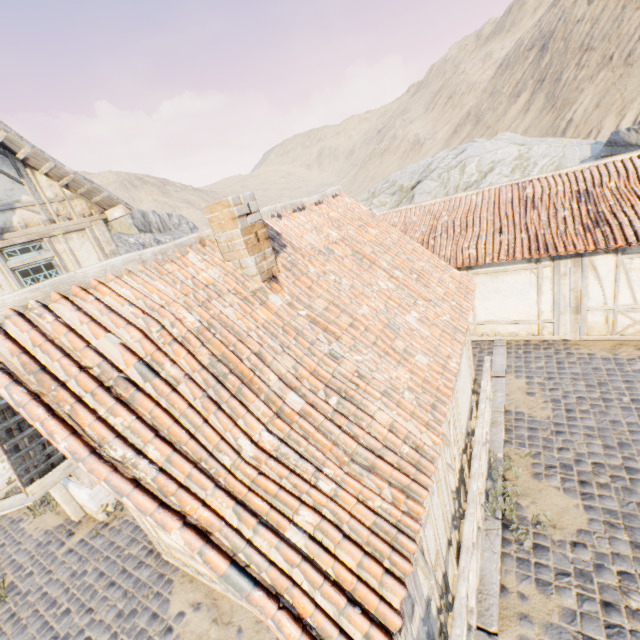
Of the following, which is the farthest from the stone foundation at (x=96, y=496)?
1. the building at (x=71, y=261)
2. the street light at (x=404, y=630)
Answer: the street light at (x=404, y=630)

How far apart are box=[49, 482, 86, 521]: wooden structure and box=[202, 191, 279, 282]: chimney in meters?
6.8

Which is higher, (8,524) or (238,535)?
(238,535)

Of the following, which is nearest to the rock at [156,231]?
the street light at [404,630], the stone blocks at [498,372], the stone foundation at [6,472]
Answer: the stone blocks at [498,372]

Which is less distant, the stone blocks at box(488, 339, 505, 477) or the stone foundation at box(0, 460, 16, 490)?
the stone blocks at box(488, 339, 505, 477)

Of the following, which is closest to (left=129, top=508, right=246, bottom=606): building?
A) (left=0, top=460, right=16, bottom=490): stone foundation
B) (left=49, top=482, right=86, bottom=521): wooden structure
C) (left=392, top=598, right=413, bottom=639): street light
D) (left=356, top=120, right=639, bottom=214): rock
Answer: (left=392, top=598, right=413, bottom=639): street light

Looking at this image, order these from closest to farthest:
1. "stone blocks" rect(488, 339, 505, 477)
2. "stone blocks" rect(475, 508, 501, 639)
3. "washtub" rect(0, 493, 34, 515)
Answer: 1. "stone blocks" rect(475, 508, 501, 639)
2. "stone blocks" rect(488, 339, 505, 477)
3. "washtub" rect(0, 493, 34, 515)

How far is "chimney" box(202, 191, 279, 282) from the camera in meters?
4.3
